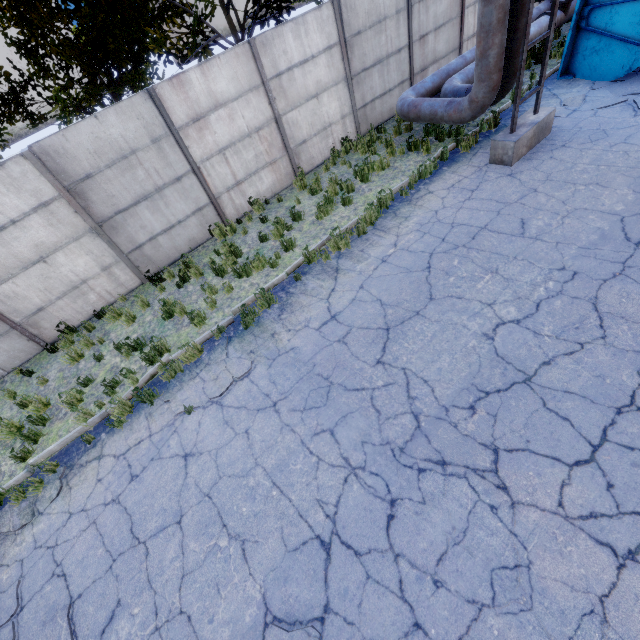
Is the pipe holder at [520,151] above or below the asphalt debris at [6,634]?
above

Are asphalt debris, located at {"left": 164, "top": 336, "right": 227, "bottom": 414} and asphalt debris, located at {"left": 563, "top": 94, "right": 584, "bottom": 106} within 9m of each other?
no

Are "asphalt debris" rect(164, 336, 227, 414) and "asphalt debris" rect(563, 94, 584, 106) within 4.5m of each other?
no

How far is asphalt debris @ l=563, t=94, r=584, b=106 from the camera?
8.7m

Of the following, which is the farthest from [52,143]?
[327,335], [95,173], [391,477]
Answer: [391,477]

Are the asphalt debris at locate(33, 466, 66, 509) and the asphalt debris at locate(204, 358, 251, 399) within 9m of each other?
yes

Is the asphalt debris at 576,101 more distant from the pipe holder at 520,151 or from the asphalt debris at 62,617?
the asphalt debris at 62,617

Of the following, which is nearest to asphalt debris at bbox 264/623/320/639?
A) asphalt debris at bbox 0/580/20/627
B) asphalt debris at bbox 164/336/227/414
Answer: asphalt debris at bbox 0/580/20/627
